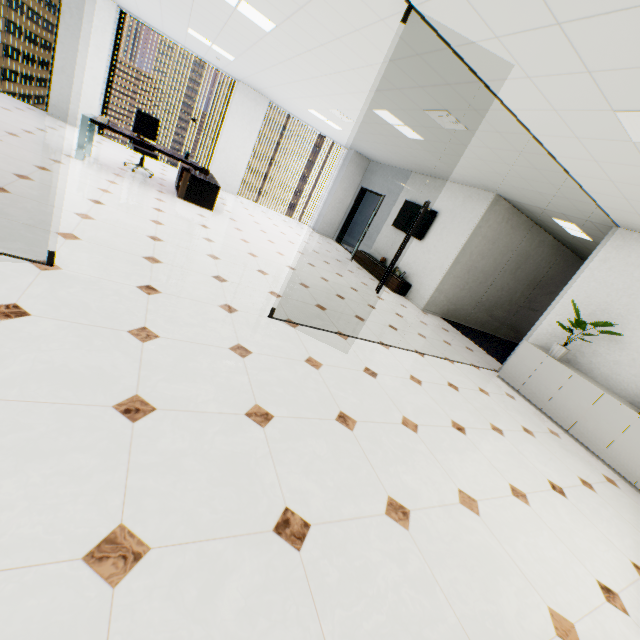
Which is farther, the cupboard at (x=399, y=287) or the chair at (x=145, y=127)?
the cupboard at (x=399, y=287)

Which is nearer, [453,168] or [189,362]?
[189,362]

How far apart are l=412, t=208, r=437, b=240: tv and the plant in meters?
4.0

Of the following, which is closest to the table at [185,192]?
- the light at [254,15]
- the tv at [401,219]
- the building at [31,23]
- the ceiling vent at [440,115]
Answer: the light at [254,15]

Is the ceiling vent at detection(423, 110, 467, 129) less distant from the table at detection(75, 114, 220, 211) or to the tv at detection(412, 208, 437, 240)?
the tv at detection(412, 208, 437, 240)

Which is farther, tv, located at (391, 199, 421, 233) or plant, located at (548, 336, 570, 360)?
tv, located at (391, 199, 421, 233)

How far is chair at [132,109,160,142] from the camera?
6.9 meters

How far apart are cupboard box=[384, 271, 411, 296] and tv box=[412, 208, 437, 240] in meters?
1.1 m
